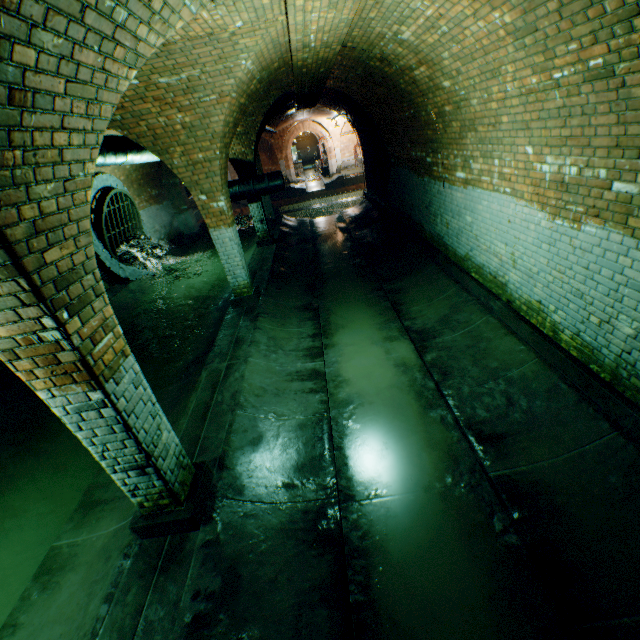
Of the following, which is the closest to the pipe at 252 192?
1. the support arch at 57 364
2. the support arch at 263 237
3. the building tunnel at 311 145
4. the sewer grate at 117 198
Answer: the support arch at 263 237

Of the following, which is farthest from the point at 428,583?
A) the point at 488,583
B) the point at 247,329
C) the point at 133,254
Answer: the point at 133,254

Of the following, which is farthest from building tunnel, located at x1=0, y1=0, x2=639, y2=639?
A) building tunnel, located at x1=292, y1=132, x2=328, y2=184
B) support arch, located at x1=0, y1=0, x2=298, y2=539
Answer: building tunnel, located at x1=292, y1=132, x2=328, y2=184

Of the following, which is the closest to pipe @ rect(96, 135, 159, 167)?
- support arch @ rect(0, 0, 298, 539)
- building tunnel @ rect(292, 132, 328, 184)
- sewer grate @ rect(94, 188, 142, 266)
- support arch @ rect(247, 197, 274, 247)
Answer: support arch @ rect(247, 197, 274, 247)

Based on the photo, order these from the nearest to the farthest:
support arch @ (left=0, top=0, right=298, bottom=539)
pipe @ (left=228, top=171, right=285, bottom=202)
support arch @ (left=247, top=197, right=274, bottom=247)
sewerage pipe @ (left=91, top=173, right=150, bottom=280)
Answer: support arch @ (left=0, top=0, right=298, bottom=539)
sewerage pipe @ (left=91, top=173, right=150, bottom=280)
pipe @ (left=228, top=171, right=285, bottom=202)
support arch @ (left=247, top=197, right=274, bottom=247)

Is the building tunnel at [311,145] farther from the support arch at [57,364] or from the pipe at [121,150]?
the support arch at [57,364]

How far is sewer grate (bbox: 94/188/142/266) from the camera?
9.6m

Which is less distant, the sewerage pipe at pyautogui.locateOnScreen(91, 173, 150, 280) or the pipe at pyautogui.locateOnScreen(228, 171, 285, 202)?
the sewerage pipe at pyautogui.locateOnScreen(91, 173, 150, 280)
